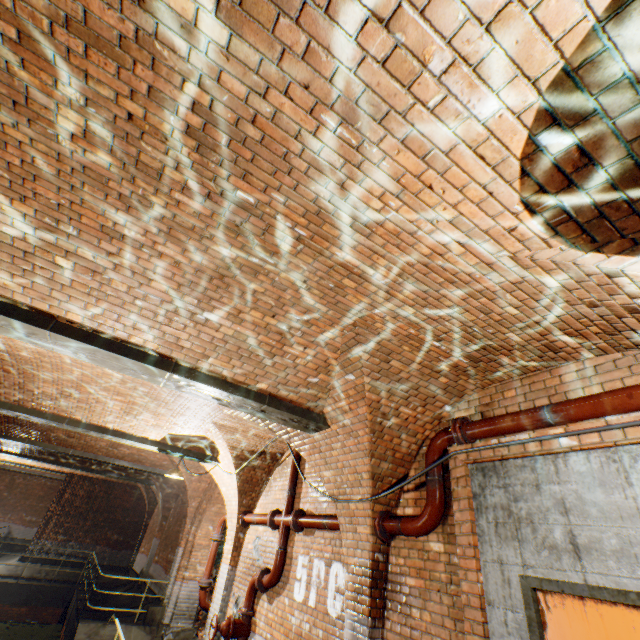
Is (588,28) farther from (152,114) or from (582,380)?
(582,380)

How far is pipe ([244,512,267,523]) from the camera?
7.06m

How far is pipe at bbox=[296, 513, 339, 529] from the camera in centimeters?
511cm

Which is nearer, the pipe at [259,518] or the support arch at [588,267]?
the support arch at [588,267]

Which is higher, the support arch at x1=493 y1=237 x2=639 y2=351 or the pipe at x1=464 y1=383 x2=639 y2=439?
the support arch at x1=493 y1=237 x2=639 y2=351

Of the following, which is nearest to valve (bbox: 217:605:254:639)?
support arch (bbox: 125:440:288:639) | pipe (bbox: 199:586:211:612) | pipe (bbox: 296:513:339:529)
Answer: pipe (bbox: 296:513:339:529)

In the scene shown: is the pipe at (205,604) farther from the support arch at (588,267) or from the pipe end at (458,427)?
the support arch at (588,267)

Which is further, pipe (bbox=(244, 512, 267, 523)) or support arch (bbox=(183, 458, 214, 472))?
support arch (bbox=(183, 458, 214, 472))
